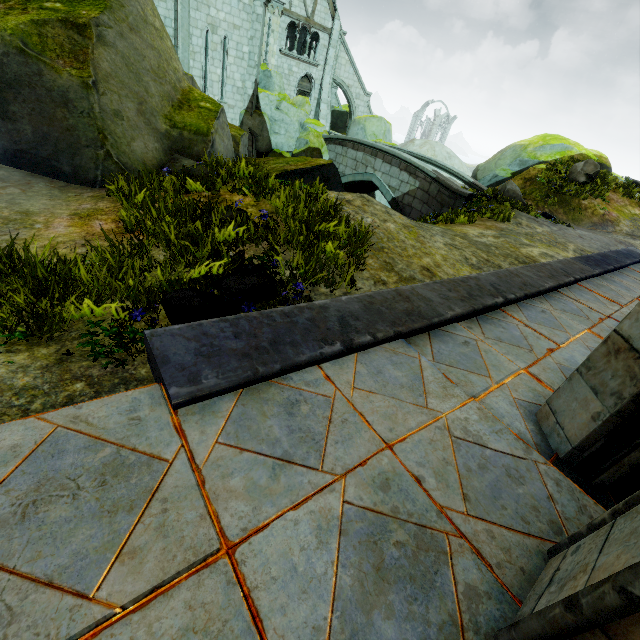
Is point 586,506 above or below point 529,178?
below

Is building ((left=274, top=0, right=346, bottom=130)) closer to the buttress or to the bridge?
the buttress

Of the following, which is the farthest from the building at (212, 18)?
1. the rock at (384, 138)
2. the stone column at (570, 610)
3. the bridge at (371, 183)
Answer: the bridge at (371, 183)

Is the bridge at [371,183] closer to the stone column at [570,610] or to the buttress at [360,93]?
the buttress at [360,93]

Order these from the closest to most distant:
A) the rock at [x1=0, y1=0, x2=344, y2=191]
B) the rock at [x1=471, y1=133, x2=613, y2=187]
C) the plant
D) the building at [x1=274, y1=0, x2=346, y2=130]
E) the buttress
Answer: the rock at [x1=0, y1=0, x2=344, y2=191] → the plant → the rock at [x1=471, y1=133, x2=613, y2=187] → the building at [x1=274, y1=0, x2=346, y2=130] → the buttress

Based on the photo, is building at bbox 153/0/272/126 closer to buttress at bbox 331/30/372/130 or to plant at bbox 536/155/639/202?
buttress at bbox 331/30/372/130

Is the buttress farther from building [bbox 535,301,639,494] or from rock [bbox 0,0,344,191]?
rock [bbox 0,0,344,191]

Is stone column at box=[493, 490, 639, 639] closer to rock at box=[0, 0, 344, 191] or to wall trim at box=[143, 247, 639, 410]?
wall trim at box=[143, 247, 639, 410]
